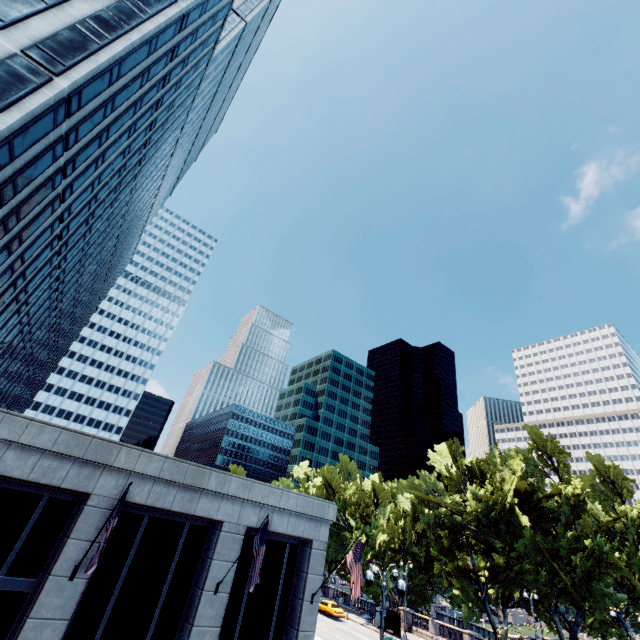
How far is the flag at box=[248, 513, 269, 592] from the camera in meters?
12.7 m

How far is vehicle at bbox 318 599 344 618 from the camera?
40.31m

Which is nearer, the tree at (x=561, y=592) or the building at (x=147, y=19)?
the building at (x=147, y=19)

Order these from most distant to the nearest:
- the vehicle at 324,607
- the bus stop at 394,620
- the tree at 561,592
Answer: the vehicle at 324,607 < the bus stop at 394,620 < the tree at 561,592

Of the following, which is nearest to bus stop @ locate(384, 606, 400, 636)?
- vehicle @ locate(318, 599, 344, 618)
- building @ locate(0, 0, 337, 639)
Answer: vehicle @ locate(318, 599, 344, 618)

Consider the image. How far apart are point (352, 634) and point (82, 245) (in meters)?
54.76

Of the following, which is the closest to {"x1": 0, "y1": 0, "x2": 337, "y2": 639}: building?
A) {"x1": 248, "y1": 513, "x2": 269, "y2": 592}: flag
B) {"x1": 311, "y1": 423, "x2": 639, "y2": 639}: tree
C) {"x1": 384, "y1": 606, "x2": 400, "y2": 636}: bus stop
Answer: {"x1": 248, "y1": 513, "x2": 269, "y2": 592}: flag

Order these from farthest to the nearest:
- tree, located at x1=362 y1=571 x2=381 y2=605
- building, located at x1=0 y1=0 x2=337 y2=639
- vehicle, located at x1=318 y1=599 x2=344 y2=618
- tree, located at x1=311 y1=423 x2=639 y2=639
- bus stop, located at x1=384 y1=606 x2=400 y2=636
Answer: tree, located at x1=362 y1=571 x2=381 y2=605 → vehicle, located at x1=318 y1=599 x2=344 y2=618 → bus stop, located at x1=384 y1=606 x2=400 y2=636 → tree, located at x1=311 y1=423 x2=639 y2=639 → building, located at x1=0 y1=0 x2=337 y2=639
